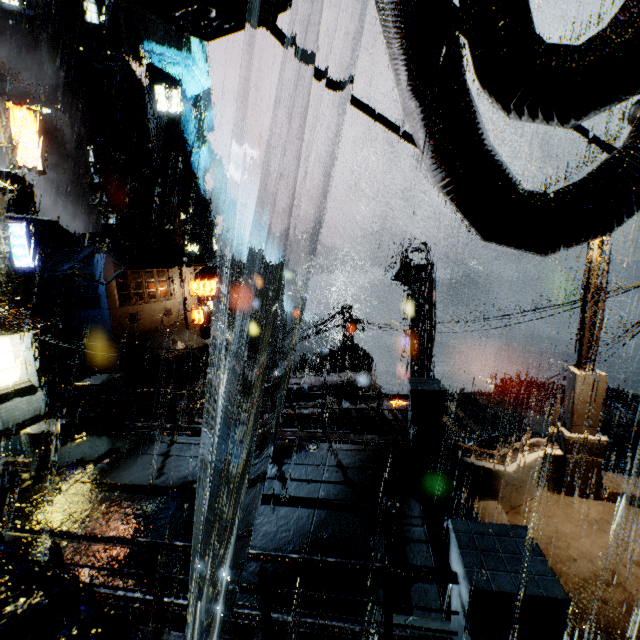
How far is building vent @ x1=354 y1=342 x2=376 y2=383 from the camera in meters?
20.9 m

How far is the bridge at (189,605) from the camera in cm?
429

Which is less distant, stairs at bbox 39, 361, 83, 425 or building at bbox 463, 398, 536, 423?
building at bbox 463, 398, 536, 423

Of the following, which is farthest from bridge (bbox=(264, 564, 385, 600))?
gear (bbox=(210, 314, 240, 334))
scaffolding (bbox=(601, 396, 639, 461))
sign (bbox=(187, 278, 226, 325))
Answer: gear (bbox=(210, 314, 240, 334))

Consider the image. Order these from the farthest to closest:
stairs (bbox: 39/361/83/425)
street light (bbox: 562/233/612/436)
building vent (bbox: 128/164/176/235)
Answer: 1. building vent (bbox: 128/164/176/235)
2. stairs (bbox: 39/361/83/425)
3. street light (bbox: 562/233/612/436)

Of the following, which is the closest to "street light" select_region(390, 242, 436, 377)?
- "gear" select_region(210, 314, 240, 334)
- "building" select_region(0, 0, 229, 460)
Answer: "building" select_region(0, 0, 229, 460)

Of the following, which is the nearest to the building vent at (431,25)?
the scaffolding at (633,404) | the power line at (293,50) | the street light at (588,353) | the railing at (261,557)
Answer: the power line at (293,50)

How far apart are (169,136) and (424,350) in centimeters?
6203cm
